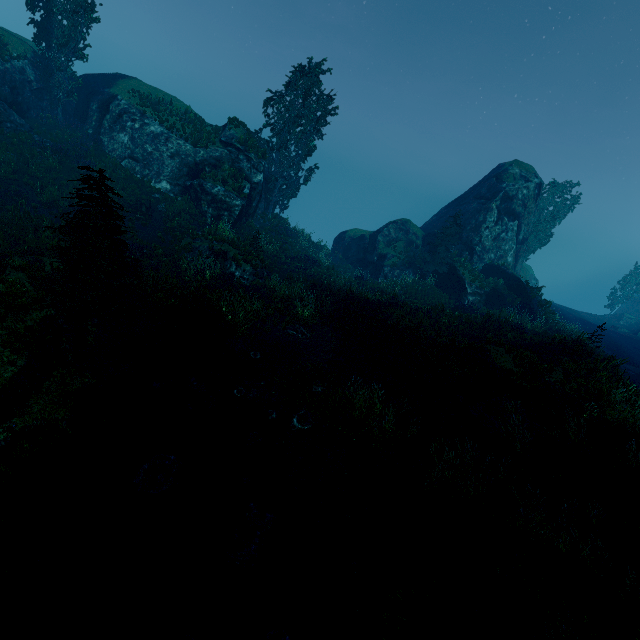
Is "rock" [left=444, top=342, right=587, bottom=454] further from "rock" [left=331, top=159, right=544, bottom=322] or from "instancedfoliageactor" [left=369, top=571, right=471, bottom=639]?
"rock" [left=331, top=159, right=544, bottom=322]

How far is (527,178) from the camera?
31.1 meters

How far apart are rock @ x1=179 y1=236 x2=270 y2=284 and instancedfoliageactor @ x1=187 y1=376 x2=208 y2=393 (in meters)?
8.21

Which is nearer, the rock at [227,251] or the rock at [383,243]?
the rock at [227,251]

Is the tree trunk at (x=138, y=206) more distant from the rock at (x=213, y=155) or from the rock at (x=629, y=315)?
the rock at (x=629, y=315)

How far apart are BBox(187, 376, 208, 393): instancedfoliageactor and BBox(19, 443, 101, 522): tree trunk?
3.2m

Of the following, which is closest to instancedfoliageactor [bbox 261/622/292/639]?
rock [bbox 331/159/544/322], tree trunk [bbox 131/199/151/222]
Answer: rock [bbox 331/159/544/322]

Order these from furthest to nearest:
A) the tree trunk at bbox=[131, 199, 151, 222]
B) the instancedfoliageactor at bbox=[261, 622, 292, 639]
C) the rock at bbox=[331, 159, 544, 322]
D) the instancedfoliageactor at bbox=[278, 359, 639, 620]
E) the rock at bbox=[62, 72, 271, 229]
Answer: the rock at bbox=[331, 159, 544, 322] → the rock at bbox=[62, 72, 271, 229] → the tree trunk at bbox=[131, 199, 151, 222] → the instancedfoliageactor at bbox=[278, 359, 639, 620] → the instancedfoliageactor at bbox=[261, 622, 292, 639]
